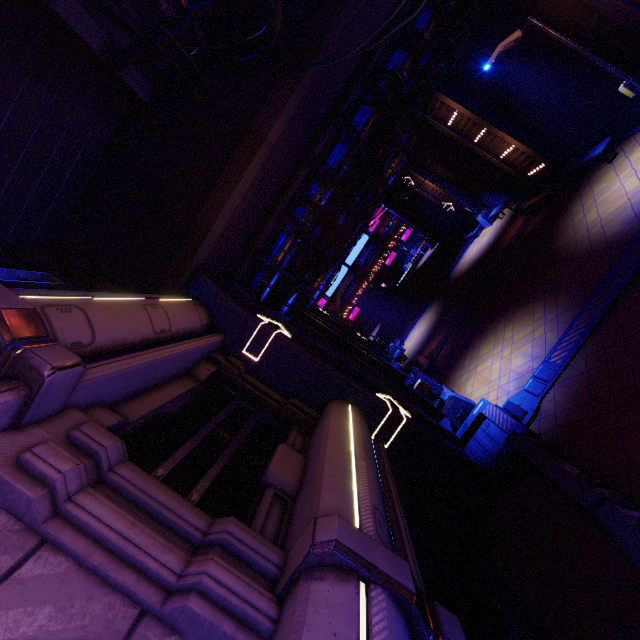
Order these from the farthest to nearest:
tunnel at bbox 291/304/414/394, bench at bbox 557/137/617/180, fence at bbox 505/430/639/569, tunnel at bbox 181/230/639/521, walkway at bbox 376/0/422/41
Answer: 1. tunnel at bbox 291/304/414/394
2. bench at bbox 557/137/617/180
3. walkway at bbox 376/0/422/41
4. tunnel at bbox 181/230/639/521
5. fence at bbox 505/430/639/569

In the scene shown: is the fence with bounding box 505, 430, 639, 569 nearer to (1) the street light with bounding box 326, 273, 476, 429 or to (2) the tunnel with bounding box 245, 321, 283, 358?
(2) the tunnel with bounding box 245, 321, 283, 358

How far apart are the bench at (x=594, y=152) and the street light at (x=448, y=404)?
10.8 meters

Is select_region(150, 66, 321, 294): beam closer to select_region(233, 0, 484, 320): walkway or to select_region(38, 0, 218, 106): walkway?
select_region(38, 0, 218, 106): walkway

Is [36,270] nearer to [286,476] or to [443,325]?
[286,476]

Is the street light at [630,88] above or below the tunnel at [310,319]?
below

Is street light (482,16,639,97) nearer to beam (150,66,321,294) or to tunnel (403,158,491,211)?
beam (150,66,321,294)

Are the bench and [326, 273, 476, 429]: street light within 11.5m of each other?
yes
